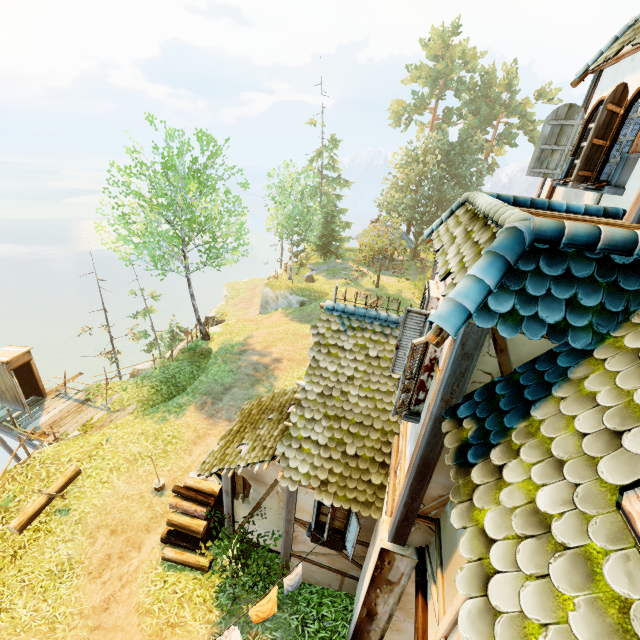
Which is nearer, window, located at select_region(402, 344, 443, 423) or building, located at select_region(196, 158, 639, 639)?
building, located at select_region(196, 158, 639, 639)

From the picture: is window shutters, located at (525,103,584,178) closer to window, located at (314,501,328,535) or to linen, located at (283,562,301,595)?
window, located at (314,501,328,535)

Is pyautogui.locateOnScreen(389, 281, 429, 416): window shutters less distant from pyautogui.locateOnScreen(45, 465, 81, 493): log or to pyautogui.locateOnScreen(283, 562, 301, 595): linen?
pyautogui.locateOnScreen(283, 562, 301, 595): linen

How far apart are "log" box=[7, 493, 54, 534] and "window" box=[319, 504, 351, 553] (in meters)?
8.90

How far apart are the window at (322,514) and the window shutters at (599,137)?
6.9m

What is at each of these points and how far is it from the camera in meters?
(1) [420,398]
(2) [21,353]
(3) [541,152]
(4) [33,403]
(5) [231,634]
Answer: (1) window, 4.3
(2) outhouse, 13.7
(3) window shutters, 7.1
(4) wooden platform, 14.8
(5) linen, 5.7

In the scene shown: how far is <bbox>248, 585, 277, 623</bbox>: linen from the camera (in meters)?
6.00

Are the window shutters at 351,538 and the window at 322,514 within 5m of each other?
yes
